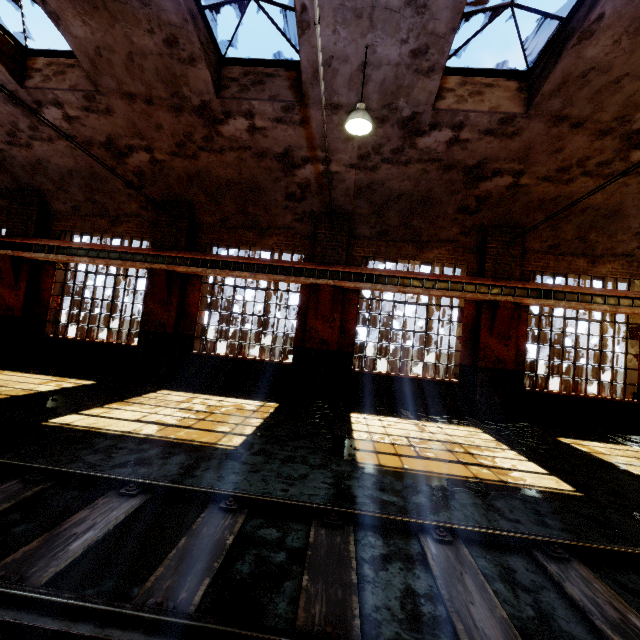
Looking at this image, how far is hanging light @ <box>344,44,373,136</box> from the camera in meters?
5.9

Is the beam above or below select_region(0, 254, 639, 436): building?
above

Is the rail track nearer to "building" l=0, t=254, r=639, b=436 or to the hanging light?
"building" l=0, t=254, r=639, b=436

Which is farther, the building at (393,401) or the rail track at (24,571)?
the building at (393,401)

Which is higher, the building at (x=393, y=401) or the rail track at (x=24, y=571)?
the building at (x=393, y=401)

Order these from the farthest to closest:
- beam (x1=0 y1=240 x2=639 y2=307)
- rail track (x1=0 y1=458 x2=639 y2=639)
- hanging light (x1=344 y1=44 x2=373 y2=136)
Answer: beam (x1=0 y1=240 x2=639 y2=307)
hanging light (x1=344 y1=44 x2=373 y2=136)
rail track (x1=0 y1=458 x2=639 y2=639)

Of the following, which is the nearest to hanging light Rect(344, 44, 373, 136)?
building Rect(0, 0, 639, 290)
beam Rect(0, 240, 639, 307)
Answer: building Rect(0, 0, 639, 290)

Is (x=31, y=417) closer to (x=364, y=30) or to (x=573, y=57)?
(x=364, y=30)
